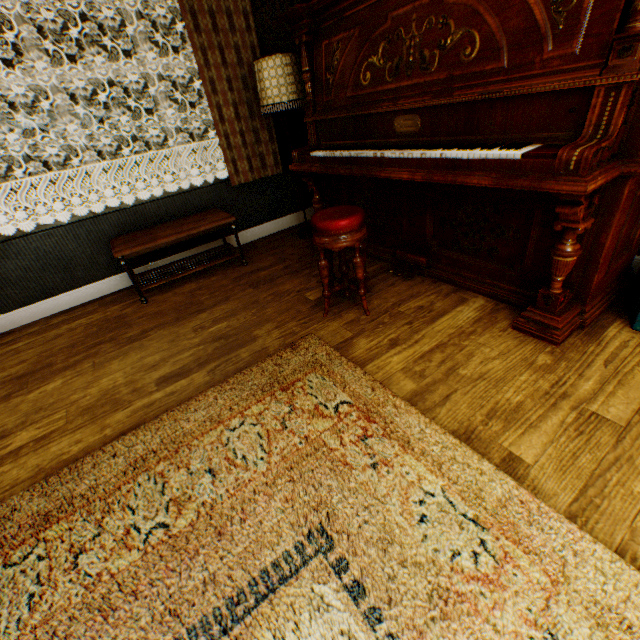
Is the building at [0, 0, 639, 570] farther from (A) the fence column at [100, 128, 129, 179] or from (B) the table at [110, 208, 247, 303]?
(A) the fence column at [100, 128, 129, 179]

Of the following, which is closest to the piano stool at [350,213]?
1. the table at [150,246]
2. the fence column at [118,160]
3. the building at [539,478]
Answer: the building at [539,478]

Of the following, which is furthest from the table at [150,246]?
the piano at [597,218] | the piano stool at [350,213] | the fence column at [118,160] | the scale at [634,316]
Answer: the fence column at [118,160]

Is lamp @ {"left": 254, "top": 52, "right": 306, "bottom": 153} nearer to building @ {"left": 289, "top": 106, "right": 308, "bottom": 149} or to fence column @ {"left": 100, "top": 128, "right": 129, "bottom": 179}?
building @ {"left": 289, "top": 106, "right": 308, "bottom": 149}

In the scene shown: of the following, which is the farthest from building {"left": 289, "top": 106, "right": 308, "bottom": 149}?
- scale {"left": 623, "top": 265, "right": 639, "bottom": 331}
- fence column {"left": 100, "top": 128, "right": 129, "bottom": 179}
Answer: fence column {"left": 100, "top": 128, "right": 129, "bottom": 179}

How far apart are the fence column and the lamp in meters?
14.2

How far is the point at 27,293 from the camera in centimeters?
318cm

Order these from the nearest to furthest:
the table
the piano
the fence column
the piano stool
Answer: the piano, the piano stool, the table, the fence column
